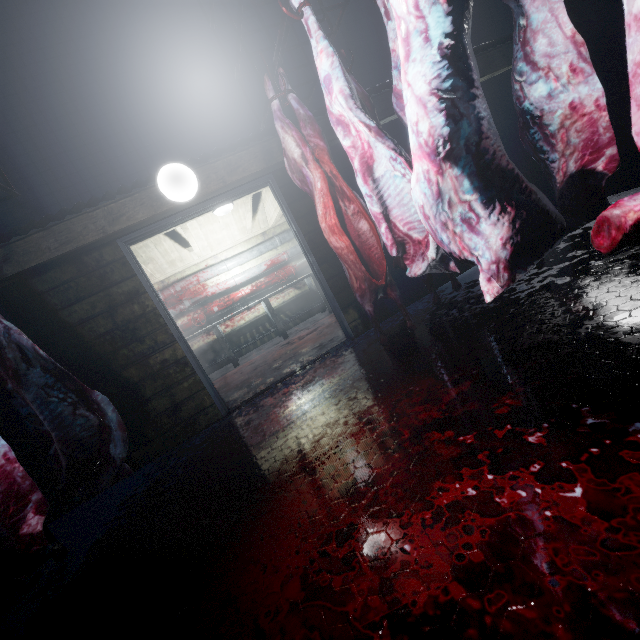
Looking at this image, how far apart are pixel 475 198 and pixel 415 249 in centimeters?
74cm

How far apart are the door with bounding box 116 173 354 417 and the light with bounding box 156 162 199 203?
0.4 meters

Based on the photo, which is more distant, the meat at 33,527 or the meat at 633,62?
the meat at 33,527

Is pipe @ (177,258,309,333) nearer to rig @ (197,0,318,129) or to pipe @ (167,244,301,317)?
pipe @ (167,244,301,317)

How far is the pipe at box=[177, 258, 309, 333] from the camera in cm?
596

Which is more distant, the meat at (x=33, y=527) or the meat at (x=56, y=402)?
the meat at (x=56, y=402)

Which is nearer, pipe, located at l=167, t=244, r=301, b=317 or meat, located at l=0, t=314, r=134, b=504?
meat, located at l=0, t=314, r=134, b=504

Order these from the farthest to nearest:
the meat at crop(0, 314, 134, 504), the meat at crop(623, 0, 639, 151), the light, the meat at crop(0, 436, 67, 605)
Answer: the light < the meat at crop(0, 314, 134, 504) < the meat at crop(0, 436, 67, 605) < the meat at crop(623, 0, 639, 151)
